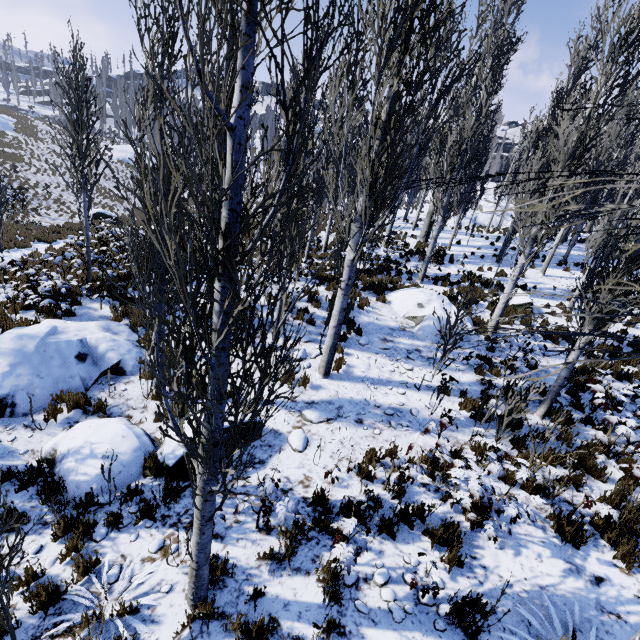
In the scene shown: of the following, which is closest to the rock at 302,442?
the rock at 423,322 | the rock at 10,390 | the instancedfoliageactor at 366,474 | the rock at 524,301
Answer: the instancedfoliageactor at 366,474

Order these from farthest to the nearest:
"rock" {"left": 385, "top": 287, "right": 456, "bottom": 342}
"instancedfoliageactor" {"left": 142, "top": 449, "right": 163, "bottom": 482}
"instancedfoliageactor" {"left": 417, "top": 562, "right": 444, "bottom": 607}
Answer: "rock" {"left": 385, "top": 287, "right": 456, "bottom": 342} < "instancedfoliageactor" {"left": 142, "top": 449, "right": 163, "bottom": 482} < "instancedfoliageactor" {"left": 417, "top": 562, "right": 444, "bottom": 607}

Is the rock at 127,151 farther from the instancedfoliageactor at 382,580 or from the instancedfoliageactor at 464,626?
the instancedfoliageactor at 382,580

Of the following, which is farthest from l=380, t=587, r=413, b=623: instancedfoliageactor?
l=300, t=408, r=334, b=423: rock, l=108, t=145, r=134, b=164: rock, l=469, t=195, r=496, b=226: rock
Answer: l=108, t=145, r=134, b=164: rock

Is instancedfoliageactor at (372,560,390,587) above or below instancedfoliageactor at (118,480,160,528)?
above

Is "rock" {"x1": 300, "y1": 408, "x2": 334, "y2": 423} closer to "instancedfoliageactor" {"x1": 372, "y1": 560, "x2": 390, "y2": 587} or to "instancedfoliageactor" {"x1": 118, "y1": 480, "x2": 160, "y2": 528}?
"instancedfoliageactor" {"x1": 118, "y1": 480, "x2": 160, "y2": 528}

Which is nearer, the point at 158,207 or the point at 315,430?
the point at 158,207

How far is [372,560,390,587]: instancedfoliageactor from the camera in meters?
4.1
